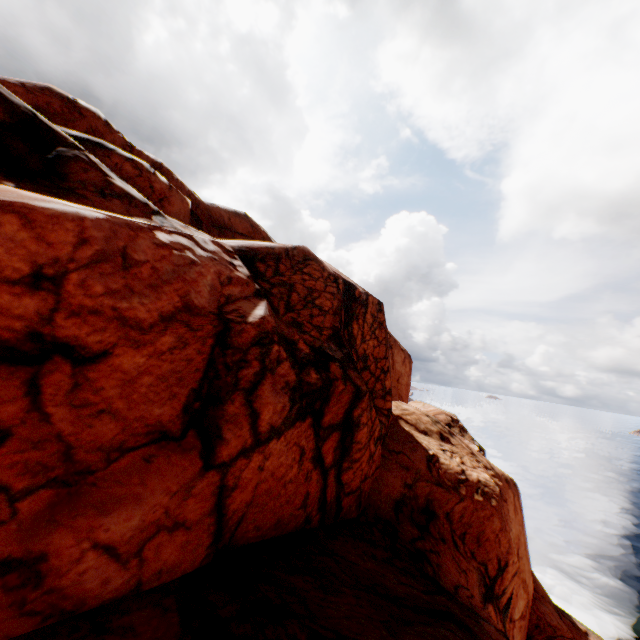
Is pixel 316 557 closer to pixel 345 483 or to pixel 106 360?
pixel 345 483
